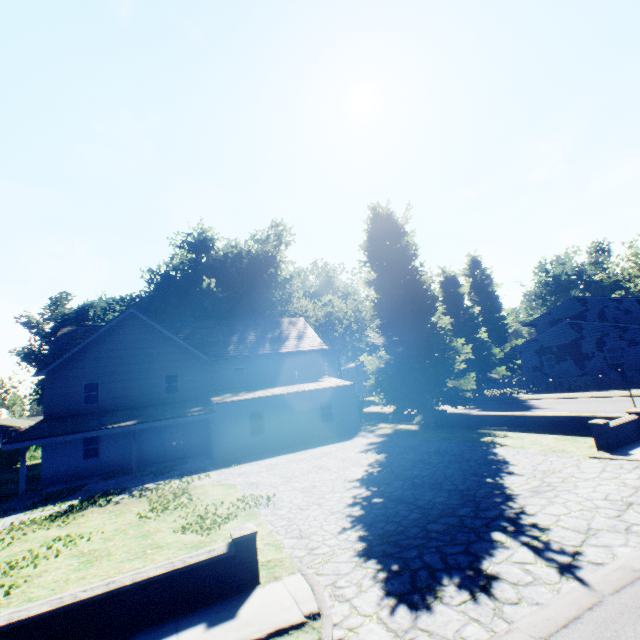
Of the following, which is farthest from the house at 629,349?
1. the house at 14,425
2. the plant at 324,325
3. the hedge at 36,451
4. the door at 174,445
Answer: the house at 14,425

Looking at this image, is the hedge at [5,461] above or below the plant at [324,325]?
below

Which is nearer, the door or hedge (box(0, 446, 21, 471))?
the door

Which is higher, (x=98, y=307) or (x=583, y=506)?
(x=98, y=307)

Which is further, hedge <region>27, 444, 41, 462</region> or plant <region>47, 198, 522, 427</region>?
hedge <region>27, 444, 41, 462</region>

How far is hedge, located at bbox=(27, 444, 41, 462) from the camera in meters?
35.5 m

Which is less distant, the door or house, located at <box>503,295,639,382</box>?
the door

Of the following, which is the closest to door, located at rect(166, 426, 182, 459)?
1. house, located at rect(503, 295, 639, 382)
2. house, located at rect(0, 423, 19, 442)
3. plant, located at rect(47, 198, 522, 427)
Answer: plant, located at rect(47, 198, 522, 427)
